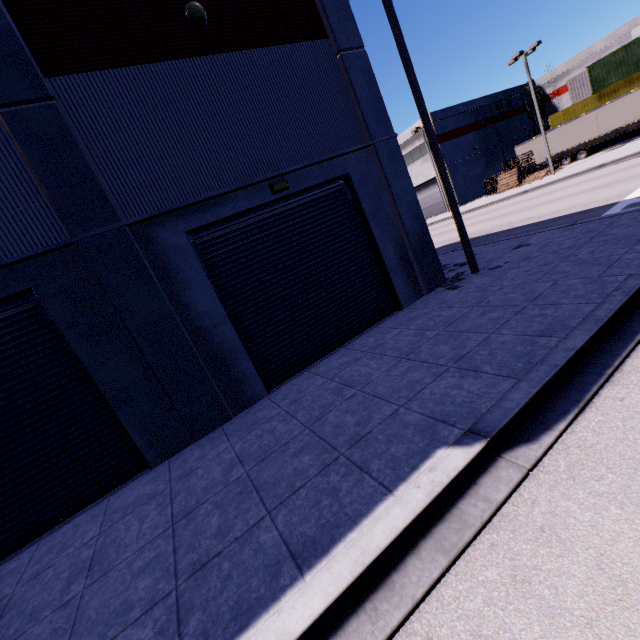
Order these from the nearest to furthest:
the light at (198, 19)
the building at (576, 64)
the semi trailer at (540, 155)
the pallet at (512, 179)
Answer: the light at (198, 19)
the pallet at (512, 179)
the semi trailer at (540, 155)
the building at (576, 64)

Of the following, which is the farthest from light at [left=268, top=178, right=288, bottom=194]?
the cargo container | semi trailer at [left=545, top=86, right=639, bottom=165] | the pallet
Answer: the pallet

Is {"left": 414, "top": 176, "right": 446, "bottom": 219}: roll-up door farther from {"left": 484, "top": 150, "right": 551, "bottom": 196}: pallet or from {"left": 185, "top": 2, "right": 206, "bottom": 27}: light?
{"left": 185, "top": 2, "right": 206, "bottom": 27}: light

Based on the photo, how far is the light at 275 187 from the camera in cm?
813

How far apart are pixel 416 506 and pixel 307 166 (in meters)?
8.13

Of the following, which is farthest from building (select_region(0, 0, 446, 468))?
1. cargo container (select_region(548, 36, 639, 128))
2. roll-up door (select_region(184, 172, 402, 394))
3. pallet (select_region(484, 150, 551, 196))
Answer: pallet (select_region(484, 150, 551, 196))

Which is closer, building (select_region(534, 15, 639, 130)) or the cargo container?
→ the cargo container

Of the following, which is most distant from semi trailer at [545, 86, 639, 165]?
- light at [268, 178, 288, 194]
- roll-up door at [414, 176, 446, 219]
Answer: light at [268, 178, 288, 194]
